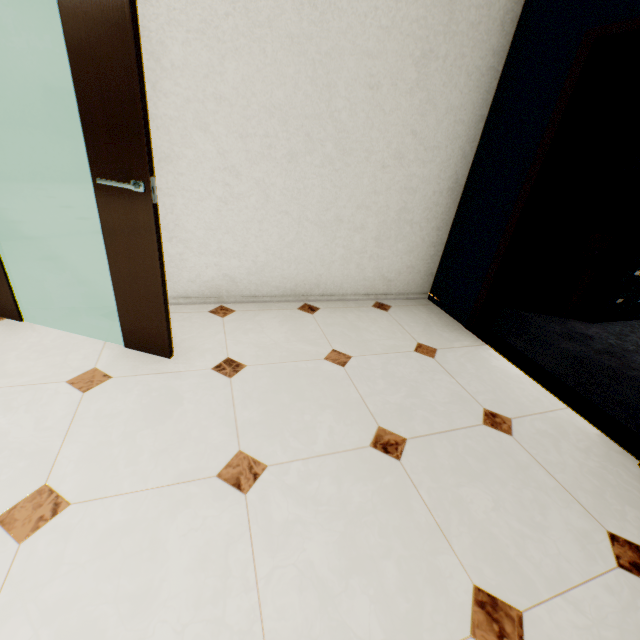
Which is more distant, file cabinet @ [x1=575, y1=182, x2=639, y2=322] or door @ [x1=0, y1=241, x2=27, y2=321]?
file cabinet @ [x1=575, y1=182, x2=639, y2=322]

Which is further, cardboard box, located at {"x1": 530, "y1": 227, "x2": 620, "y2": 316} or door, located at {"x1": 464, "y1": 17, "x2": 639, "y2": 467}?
cardboard box, located at {"x1": 530, "y1": 227, "x2": 620, "y2": 316}

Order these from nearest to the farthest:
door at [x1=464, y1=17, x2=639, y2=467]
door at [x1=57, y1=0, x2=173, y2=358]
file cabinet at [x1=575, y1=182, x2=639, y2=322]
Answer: door at [x1=57, y1=0, x2=173, y2=358] → door at [x1=464, y1=17, x2=639, y2=467] → file cabinet at [x1=575, y1=182, x2=639, y2=322]

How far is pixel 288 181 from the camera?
2.44m

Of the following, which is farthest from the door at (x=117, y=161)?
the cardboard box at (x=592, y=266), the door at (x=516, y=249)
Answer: the cardboard box at (x=592, y=266)

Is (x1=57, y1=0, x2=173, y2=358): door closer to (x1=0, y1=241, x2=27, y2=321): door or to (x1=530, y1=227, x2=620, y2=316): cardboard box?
(x1=0, y1=241, x2=27, y2=321): door

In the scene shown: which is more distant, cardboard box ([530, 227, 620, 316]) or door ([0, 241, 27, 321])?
cardboard box ([530, 227, 620, 316])

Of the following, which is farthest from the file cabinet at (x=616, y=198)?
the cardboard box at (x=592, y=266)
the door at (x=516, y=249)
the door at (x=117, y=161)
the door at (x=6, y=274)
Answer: the door at (x=6, y=274)
